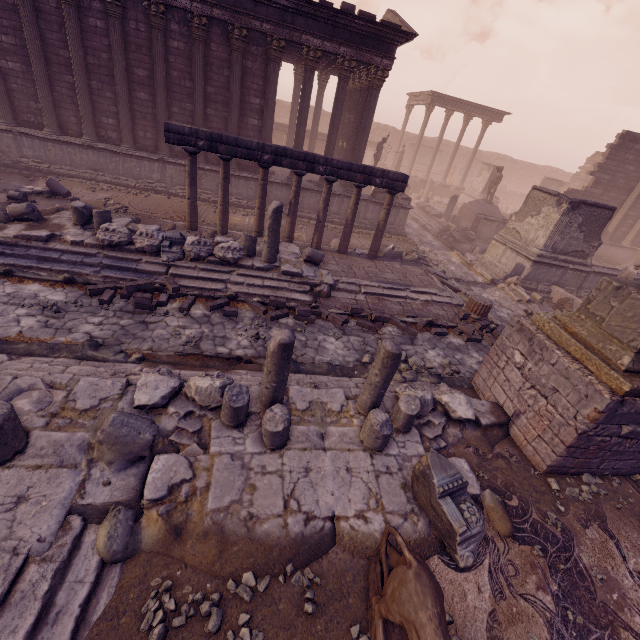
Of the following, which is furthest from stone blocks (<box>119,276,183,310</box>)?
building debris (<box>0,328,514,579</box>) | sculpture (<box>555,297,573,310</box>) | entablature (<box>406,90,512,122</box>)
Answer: entablature (<box>406,90,512,122</box>)

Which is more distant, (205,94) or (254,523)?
(205,94)

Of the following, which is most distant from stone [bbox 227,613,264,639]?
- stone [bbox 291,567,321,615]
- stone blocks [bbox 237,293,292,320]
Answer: stone blocks [bbox 237,293,292,320]

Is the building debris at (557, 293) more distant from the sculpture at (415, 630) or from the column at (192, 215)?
the column at (192, 215)

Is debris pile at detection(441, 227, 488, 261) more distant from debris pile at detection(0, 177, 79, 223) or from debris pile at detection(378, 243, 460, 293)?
debris pile at detection(0, 177, 79, 223)

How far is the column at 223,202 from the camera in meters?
10.0 m

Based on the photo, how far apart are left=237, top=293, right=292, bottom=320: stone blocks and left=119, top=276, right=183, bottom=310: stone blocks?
0.7 meters

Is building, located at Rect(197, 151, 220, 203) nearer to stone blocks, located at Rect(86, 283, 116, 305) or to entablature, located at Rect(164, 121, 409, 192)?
entablature, located at Rect(164, 121, 409, 192)
